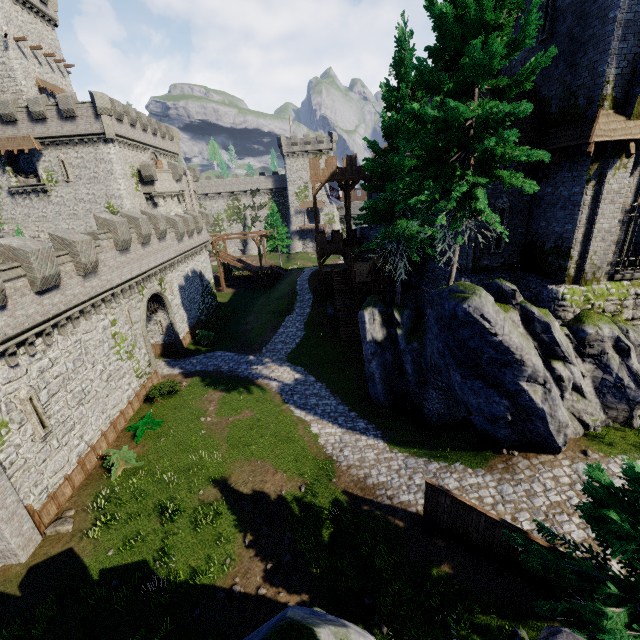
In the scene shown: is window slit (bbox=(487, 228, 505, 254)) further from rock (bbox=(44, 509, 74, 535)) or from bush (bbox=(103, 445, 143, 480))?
rock (bbox=(44, 509, 74, 535))

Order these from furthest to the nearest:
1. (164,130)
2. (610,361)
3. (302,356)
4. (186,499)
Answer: (164,130)
(302,356)
(186,499)
(610,361)

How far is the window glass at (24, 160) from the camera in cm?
3521

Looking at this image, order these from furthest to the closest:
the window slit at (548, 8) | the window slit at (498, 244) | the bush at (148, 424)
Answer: the bush at (148, 424) → the window slit at (498, 244) → the window slit at (548, 8)

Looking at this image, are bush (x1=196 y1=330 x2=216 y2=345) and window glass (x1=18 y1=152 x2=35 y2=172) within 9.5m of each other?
no

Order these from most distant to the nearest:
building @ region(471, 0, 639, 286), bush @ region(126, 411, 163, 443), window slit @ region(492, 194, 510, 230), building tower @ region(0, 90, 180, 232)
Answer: building tower @ region(0, 90, 180, 232), bush @ region(126, 411, 163, 443), window slit @ region(492, 194, 510, 230), building @ region(471, 0, 639, 286)

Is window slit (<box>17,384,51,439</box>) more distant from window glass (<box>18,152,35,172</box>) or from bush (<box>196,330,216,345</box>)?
window glass (<box>18,152,35,172</box>)

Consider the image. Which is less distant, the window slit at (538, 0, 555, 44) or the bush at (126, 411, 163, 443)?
the window slit at (538, 0, 555, 44)
